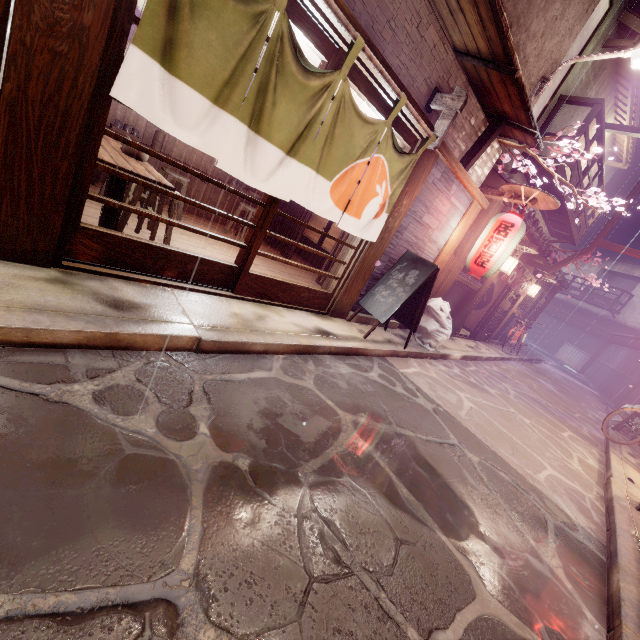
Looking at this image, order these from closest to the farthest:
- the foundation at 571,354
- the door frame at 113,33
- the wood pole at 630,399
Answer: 1. the door frame at 113,33
2. the wood pole at 630,399
3. the foundation at 571,354

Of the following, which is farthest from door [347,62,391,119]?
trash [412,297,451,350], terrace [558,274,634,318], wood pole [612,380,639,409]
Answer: terrace [558,274,634,318]

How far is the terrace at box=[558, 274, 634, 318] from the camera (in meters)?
41.44

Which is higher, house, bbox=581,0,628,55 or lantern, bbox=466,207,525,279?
house, bbox=581,0,628,55

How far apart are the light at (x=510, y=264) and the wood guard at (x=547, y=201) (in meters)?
5.16

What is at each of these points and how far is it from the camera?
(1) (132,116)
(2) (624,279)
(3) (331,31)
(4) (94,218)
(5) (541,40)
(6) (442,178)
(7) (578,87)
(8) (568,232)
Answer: (1) building, 10.2m
(2) house, 45.9m
(3) door frame, 5.3m
(4) building, 7.4m
(5) house, 8.9m
(6) house, 9.2m
(7) house, 14.8m
(8) terrace, 21.2m

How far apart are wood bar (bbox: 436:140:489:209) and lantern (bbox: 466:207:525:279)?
0.9m

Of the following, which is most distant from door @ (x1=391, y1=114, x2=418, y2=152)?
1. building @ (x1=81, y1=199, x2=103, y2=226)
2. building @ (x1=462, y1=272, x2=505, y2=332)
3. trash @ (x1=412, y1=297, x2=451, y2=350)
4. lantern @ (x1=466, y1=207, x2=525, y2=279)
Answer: building @ (x1=462, y1=272, x2=505, y2=332)
